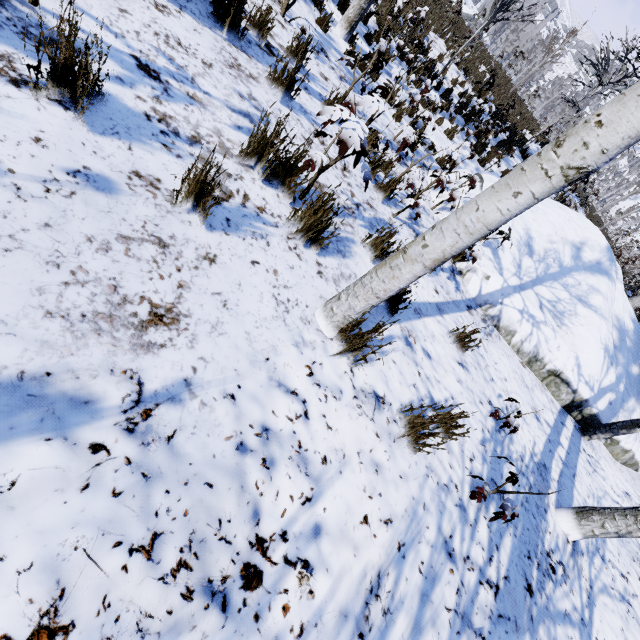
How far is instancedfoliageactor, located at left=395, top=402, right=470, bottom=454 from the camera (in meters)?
2.08

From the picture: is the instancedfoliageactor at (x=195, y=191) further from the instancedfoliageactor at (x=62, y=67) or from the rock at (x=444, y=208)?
the rock at (x=444, y=208)

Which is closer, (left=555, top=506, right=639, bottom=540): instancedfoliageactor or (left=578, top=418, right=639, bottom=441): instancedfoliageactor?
(left=555, top=506, right=639, bottom=540): instancedfoliageactor

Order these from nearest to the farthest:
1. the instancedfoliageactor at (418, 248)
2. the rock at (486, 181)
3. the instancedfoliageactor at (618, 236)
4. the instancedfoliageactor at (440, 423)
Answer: the instancedfoliageactor at (418, 248) → the instancedfoliageactor at (440, 423) → the rock at (486, 181) → the instancedfoliageactor at (618, 236)

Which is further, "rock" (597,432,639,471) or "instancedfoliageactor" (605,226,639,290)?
"instancedfoliageactor" (605,226,639,290)

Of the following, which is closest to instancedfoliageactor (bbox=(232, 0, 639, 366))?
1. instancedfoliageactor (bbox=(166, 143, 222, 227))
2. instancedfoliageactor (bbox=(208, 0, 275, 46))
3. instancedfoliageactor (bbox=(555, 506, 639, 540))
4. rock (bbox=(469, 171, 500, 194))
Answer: rock (bbox=(469, 171, 500, 194))

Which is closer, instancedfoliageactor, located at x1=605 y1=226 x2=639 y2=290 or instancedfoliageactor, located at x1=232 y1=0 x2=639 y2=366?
instancedfoliageactor, located at x1=232 y1=0 x2=639 y2=366

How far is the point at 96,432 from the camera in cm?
106
